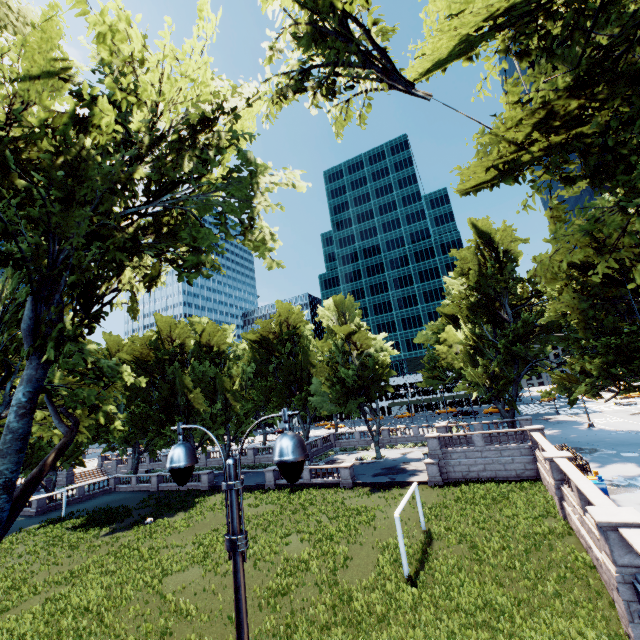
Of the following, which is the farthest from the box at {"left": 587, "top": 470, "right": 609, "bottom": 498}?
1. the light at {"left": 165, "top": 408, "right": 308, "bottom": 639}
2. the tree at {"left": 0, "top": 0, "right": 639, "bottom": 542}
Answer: the light at {"left": 165, "top": 408, "right": 308, "bottom": 639}

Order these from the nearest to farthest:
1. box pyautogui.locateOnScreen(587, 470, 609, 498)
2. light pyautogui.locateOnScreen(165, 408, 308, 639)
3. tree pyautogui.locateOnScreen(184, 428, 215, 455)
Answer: light pyautogui.locateOnScreen(165, 408, 308, 639)
box pyautogui.locateOnScreen(587, 470, 609, 498)
tree pyautogui.locateOnScreen(184, 428, 215, 455)

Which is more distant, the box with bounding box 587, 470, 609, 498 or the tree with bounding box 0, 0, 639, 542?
the box with bounding box 587, 470, 609, 498

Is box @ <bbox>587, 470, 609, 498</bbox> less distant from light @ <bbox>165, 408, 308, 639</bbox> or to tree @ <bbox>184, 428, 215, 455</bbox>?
tree @ <bbox>184, 428, 215, 455</bbox>

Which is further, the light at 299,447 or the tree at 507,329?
the tree at 507,329

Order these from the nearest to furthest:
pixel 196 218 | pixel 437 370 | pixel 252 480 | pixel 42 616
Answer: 1. pixel 196 218
2. pixel 42 616
3. pixel 252 480
4. pixel 437 370
